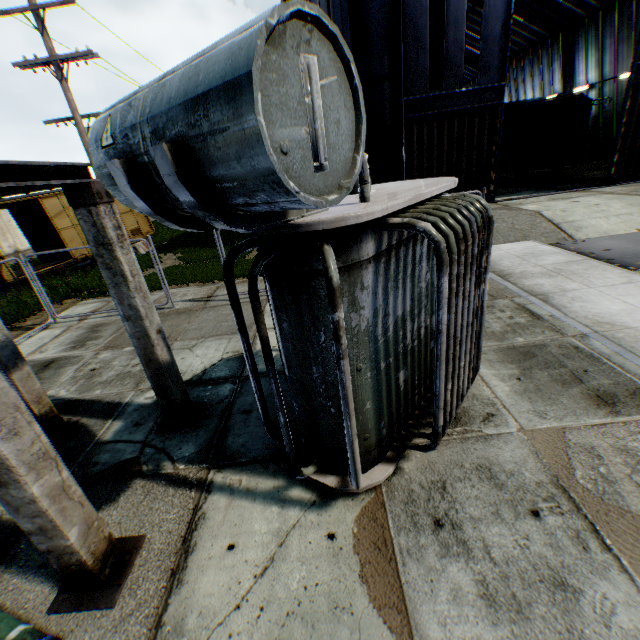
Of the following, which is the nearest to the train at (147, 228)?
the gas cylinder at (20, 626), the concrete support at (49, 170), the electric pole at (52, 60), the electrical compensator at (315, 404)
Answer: the electric pole at (52, 60)

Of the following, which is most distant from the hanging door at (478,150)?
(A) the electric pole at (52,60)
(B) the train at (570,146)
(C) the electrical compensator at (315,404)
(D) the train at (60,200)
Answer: (D) the train at (60,200)

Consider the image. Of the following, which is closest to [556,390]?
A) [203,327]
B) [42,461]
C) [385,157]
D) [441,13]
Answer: [42,461]

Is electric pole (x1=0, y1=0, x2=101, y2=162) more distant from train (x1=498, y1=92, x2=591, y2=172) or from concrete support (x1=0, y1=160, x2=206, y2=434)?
train (x1=498, y1=92, x2=591, y2=172)

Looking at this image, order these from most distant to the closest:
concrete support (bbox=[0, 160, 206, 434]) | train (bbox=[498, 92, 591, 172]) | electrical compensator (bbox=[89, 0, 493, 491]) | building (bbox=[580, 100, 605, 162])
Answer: building (bbox=[580, 100, 605, 162]) < train (bbox=[498, 92, 591, 172]) < concrete support (bbox=[0, 160, 206, 434]) < electrical compensator (bbox=[89, 0, 493, 491])

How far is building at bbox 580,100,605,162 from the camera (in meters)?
27.12

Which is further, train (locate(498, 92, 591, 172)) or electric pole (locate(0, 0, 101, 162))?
train (locate(498, 92, 591, 172))

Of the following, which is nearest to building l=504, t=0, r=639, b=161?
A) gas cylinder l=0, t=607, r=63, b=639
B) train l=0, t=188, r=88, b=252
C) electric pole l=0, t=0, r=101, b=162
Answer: electric pole l=0, t=0, r=101, b=162
